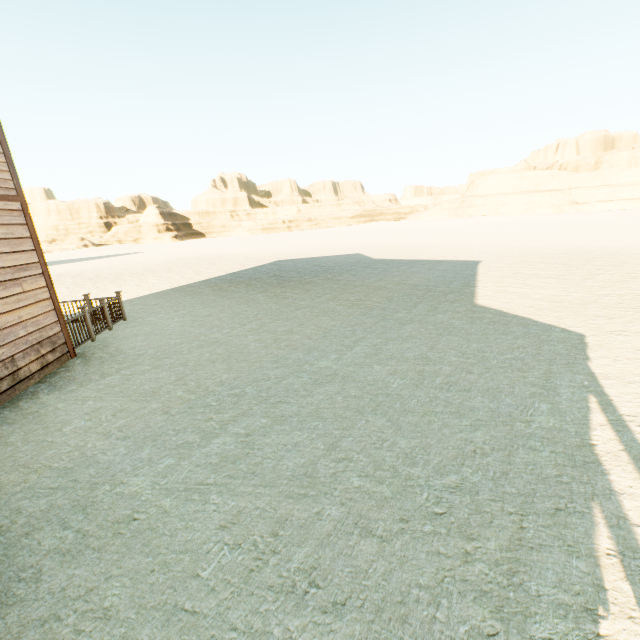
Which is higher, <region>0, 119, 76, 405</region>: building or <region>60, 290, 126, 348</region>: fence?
<region>60, 290, 126, 348</region>: fence

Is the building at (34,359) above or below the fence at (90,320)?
below

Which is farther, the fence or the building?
the fence

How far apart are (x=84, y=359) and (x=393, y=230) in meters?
57.3 m

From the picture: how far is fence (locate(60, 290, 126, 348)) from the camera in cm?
838

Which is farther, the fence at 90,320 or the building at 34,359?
the fence at 90,320
